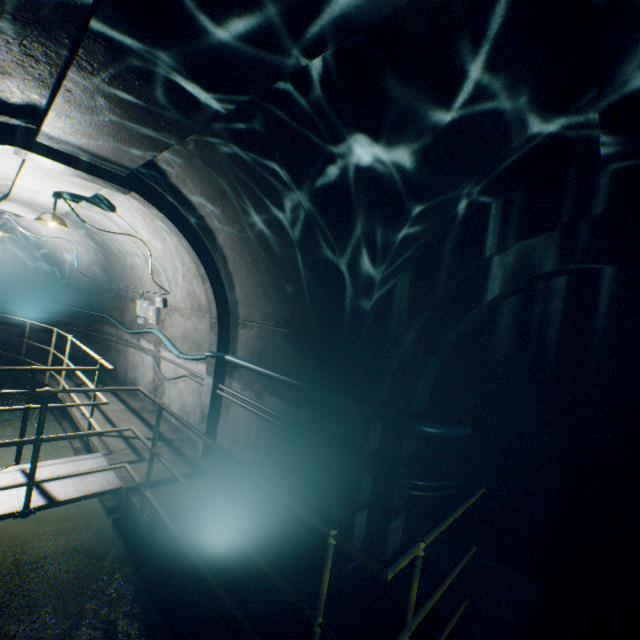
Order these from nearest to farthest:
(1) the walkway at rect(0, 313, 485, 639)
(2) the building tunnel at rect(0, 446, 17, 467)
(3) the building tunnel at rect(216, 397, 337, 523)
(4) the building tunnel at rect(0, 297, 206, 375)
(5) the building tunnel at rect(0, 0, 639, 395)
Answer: (5) the building tunnel at rect(0, 0, 639, 395) < (1) the walkway at rect(0, 313, 485, 639) < (3) the building tunnel at rect(216, 397, 337, 523) < (2) the building tunnel at rect(0, 446, 17, 467) < (4) the building tunnel at rect(0, 297, 206, 375)

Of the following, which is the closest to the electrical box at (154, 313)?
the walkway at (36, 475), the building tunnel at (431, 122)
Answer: the building tunnel at (431, 122)

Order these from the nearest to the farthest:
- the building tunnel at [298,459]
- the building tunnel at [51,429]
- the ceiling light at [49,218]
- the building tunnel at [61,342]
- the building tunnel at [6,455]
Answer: the building tunnel at [298,459] < the ceiling light at [49,218] < the building tunnel at [6,455] < the building tunnel at [51,429] < the building tunnel at [61,342]

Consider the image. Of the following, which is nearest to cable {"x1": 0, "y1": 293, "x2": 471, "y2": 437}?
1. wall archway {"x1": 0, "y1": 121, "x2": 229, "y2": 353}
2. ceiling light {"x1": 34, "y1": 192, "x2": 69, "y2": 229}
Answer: wall archway {"x1": 0, "y1": 121, "x2": 229, "y2": 353}

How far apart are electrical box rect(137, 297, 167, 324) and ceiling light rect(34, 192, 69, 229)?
2.16m

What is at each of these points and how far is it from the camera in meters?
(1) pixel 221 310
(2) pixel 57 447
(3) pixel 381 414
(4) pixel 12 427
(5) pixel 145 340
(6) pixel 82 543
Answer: (1) wall archway, 5.0 m
(2) building tunnel, 6.3 m
(3) cable, 3.0 m
(4) building tunnel, 7.1 m
(5) building tunnel, 7.7 m
(6) building tunnel, 4.2 m

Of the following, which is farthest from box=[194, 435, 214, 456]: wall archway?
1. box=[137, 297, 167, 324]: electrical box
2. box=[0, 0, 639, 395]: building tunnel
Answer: box=[137, 297, 167, 324]: electrical box
